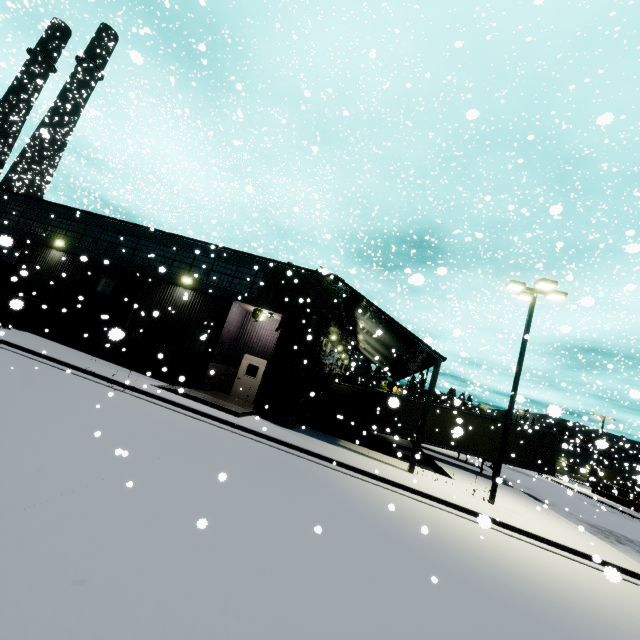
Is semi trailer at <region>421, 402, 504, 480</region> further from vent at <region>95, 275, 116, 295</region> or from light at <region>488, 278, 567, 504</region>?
light at <region>488, 278, 567, 504</region>

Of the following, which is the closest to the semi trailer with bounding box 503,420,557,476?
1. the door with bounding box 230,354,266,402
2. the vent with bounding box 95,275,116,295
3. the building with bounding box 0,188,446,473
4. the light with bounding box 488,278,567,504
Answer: the building with bounding box 0,188,446,473

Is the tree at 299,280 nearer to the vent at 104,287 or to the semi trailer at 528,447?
the semi trailer at 528,447

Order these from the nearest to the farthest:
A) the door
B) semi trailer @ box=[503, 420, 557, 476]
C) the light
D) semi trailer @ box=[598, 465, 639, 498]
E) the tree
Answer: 1. the light
2. the tree
3. the door
4. semi trailer @ box=[503, 420, 557, 476]
5. semi trailer @ box=[598, 465, 639, 498]

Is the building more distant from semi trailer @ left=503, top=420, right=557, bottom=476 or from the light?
the light

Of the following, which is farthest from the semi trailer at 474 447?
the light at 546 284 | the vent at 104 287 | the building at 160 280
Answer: the light at 546 284

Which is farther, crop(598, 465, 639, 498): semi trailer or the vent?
crop(598, 465, 639, 498): semi trailer

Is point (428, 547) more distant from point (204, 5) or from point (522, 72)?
point (204, 5)
